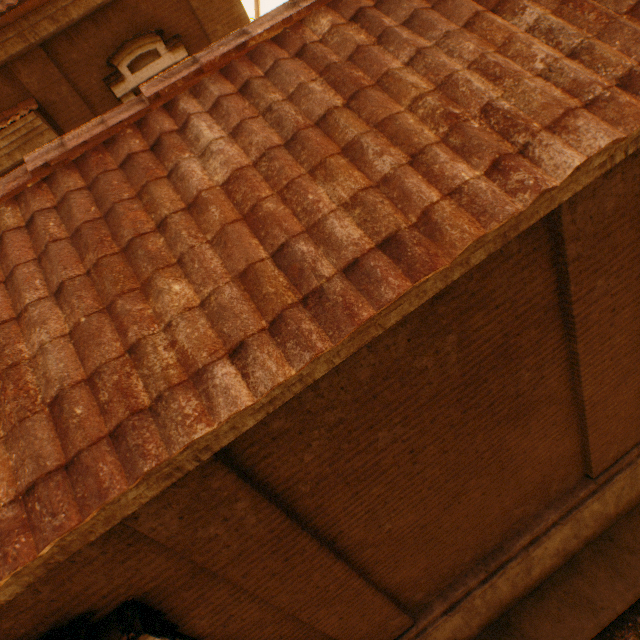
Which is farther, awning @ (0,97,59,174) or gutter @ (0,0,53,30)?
awning @ (0,97,59,174)

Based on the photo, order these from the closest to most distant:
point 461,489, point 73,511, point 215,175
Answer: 1. point 73,511
2. point 215,175
3. point 461,489

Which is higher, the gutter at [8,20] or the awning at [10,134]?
the gutter at [8,20]

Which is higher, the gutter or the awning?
the gutter

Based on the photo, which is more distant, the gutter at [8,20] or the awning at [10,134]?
the awning at [10,134]
